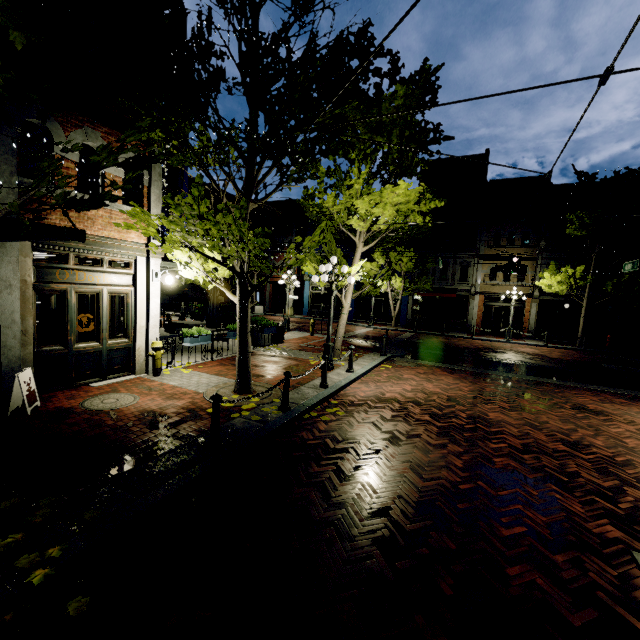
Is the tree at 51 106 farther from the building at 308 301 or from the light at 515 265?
the light at 515 265

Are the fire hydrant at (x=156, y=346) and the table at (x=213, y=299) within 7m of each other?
yes

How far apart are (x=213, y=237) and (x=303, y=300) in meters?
30.9

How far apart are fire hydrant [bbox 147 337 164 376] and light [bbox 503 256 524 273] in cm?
1700

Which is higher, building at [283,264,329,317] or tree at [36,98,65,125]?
tree at [36,98,65,125]

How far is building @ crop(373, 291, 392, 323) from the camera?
29.5m

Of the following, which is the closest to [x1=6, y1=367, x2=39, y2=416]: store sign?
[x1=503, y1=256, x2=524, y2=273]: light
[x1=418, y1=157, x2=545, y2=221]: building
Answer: [x1=503, y1=256, x2=524, y2=273]: light
